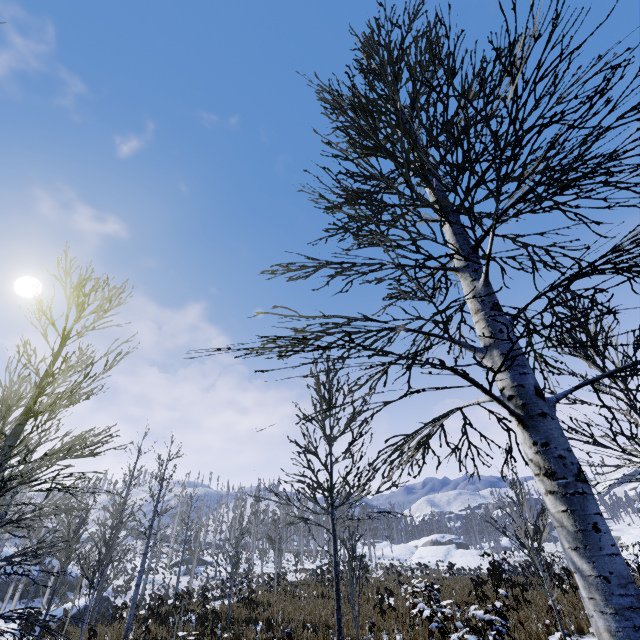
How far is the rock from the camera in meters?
44.1

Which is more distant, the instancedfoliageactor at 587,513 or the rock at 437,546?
the rock at 437,546

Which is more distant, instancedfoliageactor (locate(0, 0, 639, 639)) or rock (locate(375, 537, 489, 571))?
rock (locate(375, 537, 489, 571))

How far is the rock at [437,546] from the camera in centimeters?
4406cm

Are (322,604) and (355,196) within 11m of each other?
no
